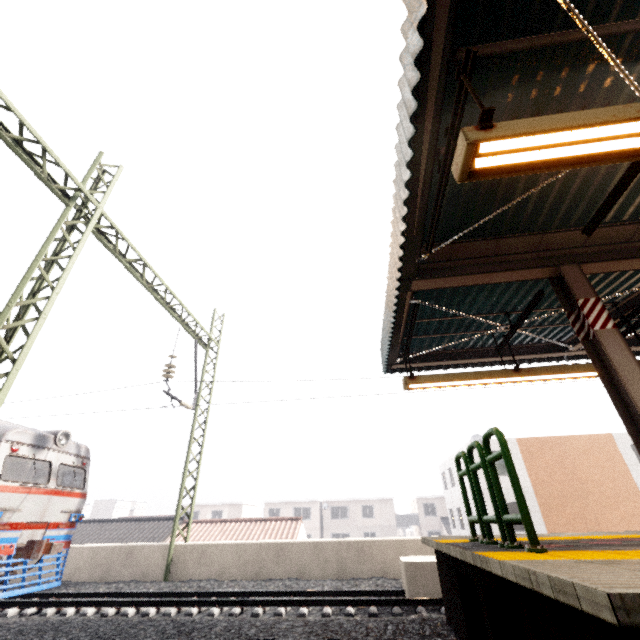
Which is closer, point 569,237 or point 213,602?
point 569,237

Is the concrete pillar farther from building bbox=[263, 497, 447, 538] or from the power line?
building bbox=[263, 497, 447, 538]

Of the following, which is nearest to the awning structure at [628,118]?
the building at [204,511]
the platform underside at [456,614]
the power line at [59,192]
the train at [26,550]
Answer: the platform underside at [456,614]

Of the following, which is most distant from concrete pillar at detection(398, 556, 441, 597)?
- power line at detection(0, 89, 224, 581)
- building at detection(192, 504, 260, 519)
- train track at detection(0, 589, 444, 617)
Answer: building at detection(192, 504, 260, 519)

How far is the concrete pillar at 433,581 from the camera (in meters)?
7.29

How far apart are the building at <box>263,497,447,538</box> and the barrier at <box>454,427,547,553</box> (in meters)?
44.66

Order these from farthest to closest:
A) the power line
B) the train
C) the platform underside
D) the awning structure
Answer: the train, the power line, the awning structure, the platform underside

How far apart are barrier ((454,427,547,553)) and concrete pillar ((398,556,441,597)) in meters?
4.9
